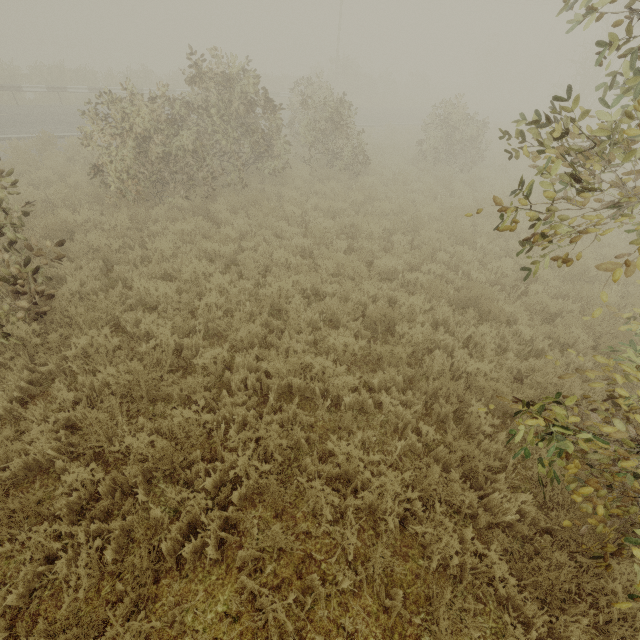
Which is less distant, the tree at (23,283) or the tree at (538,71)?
the tree at (538,71)

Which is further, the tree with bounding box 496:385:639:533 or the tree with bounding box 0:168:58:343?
the tree with bounding box 0:168:58:343

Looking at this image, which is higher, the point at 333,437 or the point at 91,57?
the point at 333,437
